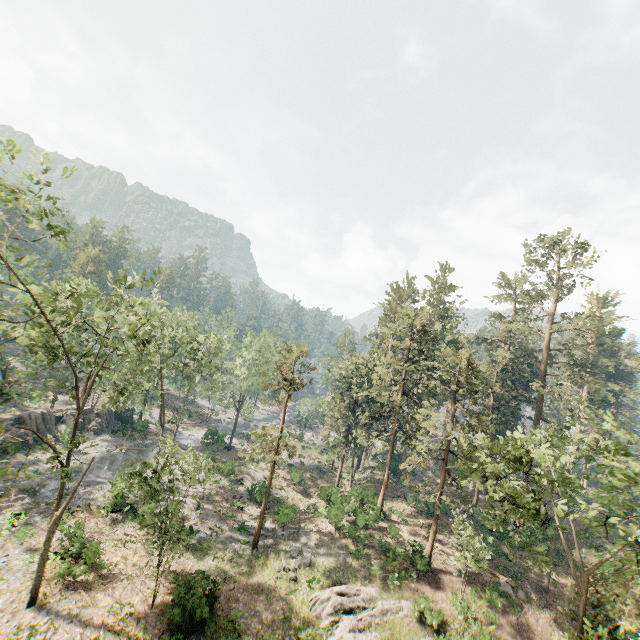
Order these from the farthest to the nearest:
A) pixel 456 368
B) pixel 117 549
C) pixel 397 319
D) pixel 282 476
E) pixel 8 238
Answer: pixel 397 319 → pixel 282 476 → pixel 456 368 → pixel 117 549 → pixel 8 238

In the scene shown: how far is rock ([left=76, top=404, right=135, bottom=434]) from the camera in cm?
4325

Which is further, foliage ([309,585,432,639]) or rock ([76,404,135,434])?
rock ([76,404,135,434])

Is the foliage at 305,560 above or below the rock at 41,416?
below

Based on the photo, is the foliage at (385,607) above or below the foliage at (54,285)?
below

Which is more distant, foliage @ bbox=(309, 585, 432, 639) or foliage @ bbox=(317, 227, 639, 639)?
foliage @ bbox=(309, 585, 432, 639)
